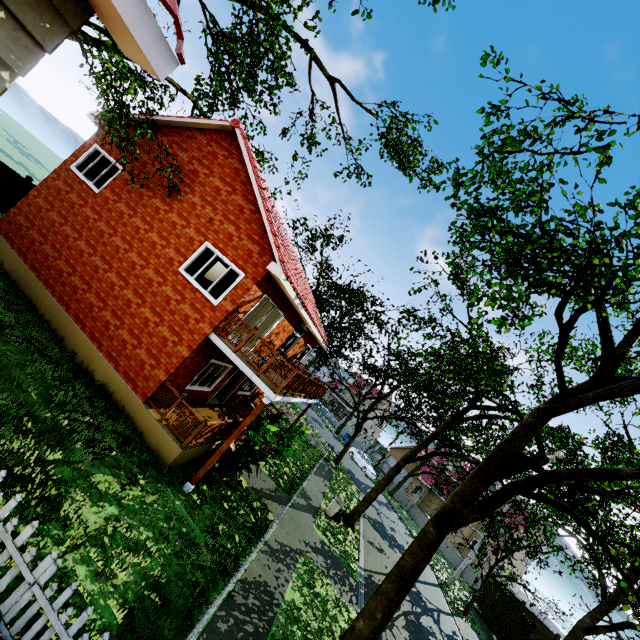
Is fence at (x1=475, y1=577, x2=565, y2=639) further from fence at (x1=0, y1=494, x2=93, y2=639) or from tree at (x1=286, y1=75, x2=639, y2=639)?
fence at (x1=0, y1=494, x2=93, y2=639)

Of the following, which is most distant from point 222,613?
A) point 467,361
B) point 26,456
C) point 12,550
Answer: point 467,361

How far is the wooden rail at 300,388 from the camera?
9.76m

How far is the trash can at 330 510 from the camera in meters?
16.5

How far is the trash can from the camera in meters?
16.5

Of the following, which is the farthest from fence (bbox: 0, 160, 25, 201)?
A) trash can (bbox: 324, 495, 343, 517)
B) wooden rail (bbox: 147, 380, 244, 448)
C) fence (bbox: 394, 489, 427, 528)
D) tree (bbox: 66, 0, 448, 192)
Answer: fence (bbox: 394, 489, 427, 528)

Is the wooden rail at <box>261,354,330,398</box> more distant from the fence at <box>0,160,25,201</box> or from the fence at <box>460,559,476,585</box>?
the fence at <box>460,559,476,585</box>

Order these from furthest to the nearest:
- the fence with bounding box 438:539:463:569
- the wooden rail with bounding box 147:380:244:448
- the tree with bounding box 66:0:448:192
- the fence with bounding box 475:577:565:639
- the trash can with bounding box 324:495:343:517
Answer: the fence with bounding box 438:539:463:569, the fence with bounding box 475:577:565:639, the trash can with bounding box 324:495:343:517, the wooden rail with bounding box 147:380:244:448, the tree with bounding box 66:0:448:192
